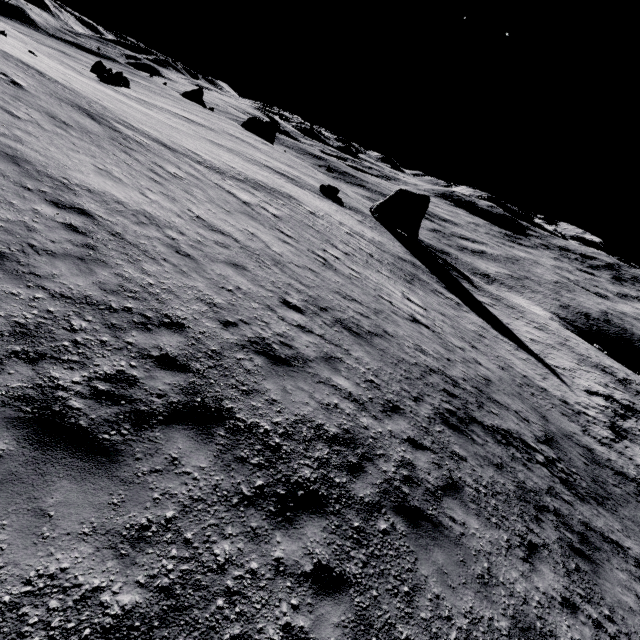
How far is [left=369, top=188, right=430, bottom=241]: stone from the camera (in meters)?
44.84

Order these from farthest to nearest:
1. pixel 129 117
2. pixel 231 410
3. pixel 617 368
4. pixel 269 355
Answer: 1. pixel 617 368
2. pixel 129 117
3. pixel 269 355
4. pixel 231 410

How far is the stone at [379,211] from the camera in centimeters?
4484cm
